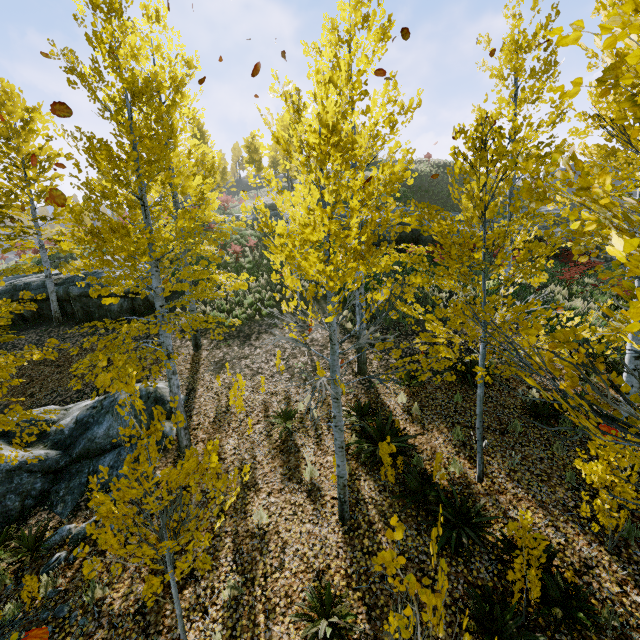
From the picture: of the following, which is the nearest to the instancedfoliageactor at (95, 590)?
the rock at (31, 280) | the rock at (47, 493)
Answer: the rock at (47, 493)

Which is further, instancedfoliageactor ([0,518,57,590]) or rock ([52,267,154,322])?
rock ([52,267,154,322])

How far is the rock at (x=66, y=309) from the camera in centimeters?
1435cm

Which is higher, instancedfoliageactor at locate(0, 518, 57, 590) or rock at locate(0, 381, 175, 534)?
rock at locate(0, 381, 175, 534)

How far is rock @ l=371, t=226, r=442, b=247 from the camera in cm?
1952

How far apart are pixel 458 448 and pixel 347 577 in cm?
362

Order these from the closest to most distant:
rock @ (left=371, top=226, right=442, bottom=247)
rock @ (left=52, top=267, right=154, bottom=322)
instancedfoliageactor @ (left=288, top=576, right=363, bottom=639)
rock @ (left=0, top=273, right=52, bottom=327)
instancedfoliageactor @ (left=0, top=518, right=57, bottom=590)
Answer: instancedfoliageactor @ (left=288, top=576, right=363, bottom=639)
instancedfoliageactor @ (left=0, top=518, right=57, bottom=590)
rock @ (left=52, top=267, right=154, bottom=322)
rock @ (left=0, top=273, right=52, bottom=327)
rock @ (left=371, top=226, right=442, bottom=247)

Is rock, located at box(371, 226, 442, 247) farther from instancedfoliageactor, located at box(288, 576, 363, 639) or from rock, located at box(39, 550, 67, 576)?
rock, located at box(39, 550, 67, 576)
